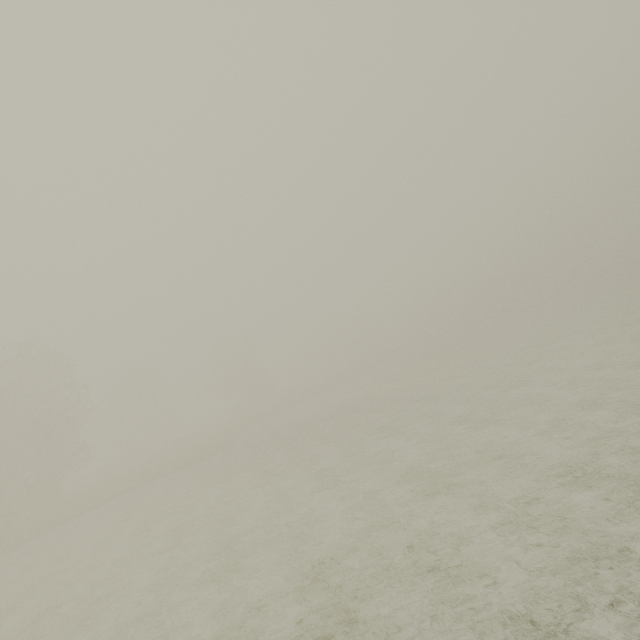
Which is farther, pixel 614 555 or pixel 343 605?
pixel 343 605
